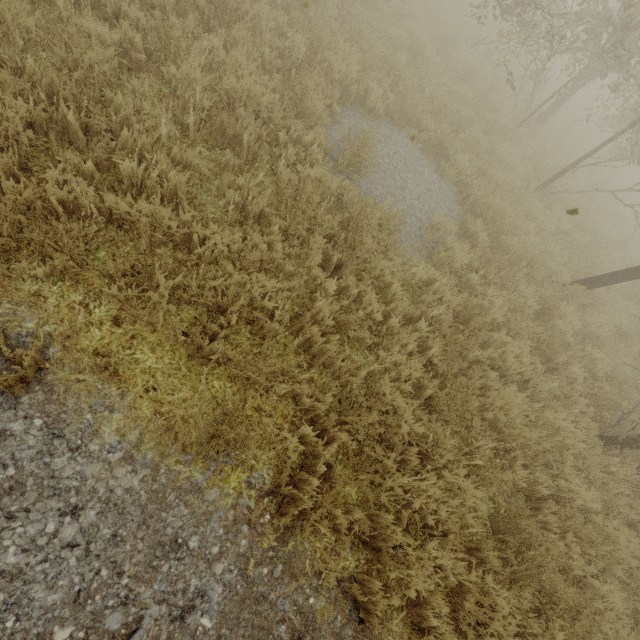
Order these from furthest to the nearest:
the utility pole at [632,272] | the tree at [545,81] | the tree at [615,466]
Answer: the tree at [545,81]
the utility pole at [632,272]
the tree at [615,466]

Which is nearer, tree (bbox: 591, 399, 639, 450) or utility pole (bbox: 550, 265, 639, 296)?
tree (bbox: 591, 399, 639, 450)

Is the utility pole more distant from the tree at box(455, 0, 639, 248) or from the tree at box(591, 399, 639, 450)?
the tree at box(455, 0, 639, 248)

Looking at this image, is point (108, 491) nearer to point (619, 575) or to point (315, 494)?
point (315, 494)

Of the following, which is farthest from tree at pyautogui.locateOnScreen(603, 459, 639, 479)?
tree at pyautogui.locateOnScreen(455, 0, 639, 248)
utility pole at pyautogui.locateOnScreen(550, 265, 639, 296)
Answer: tree at pyautogui.locateOnScreen(455, 0, 639, 248)

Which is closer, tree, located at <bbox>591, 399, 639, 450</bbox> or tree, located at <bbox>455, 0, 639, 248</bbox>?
tree, located at <bbox>591, 399, 639, 450</bbox>

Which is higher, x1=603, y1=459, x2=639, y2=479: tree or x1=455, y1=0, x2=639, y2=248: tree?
x1=455, y1=0, x2=639, y2=248: tree

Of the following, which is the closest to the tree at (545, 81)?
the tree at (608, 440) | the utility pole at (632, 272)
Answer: the tree at (608, 440)
